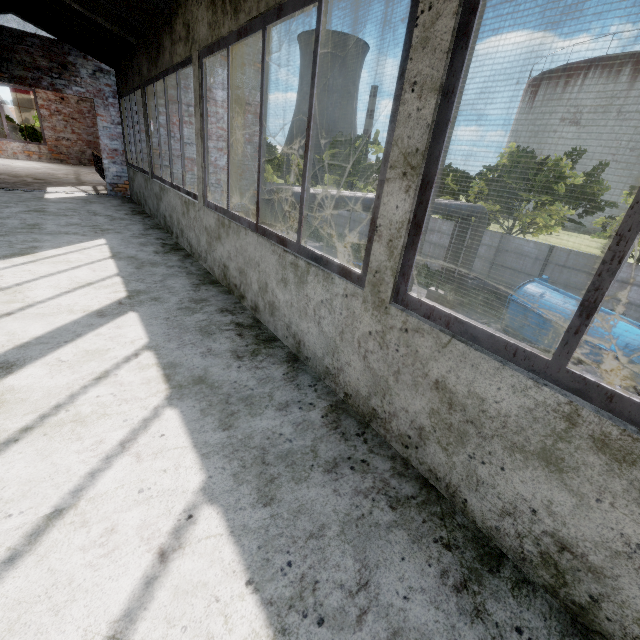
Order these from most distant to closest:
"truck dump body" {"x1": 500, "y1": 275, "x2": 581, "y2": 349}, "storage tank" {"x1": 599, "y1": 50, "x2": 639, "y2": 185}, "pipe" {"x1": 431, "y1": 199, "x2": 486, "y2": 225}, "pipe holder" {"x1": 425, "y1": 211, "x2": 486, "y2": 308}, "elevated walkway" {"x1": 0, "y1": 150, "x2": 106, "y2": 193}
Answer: "storage tank" {"x1": 599, "y1": 50, "x2": 639, "y2": 185}, "pipe holder" {"x1": 425, "y1": 211, "x2": 486, "y2": 308}, "pipe" {"x1": 431, "y1": 199, "x2": 486, "y2": 225}, "truck dump body" {"x1": 500, "y1": 275, "x2": 581, "y2": 349}, "elevated walkway" {"x1": 0, "y1": 150, "x2": 106, "y2": 193}

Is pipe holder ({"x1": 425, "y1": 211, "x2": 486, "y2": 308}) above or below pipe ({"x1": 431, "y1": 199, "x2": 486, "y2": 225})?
below

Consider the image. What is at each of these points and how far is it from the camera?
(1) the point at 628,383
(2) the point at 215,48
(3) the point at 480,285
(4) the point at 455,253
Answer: (1) truck, 6.9m
(2) window, 3.0m
(3) pipe, 18.4m
(4) pipe, 17.5m

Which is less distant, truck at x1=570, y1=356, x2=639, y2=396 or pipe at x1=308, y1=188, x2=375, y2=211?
truck at x1=570, y1=356, x2=639, y2=396

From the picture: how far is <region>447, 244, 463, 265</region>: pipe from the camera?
17.4m

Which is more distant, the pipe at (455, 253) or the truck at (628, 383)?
the pipe at (455, 253)

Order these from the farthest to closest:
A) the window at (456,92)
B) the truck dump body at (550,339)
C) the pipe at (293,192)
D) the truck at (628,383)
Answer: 1. the truck dump body at (550,339)
2. the pipe at (293,192)
3. the truck at (628,383)
4. the window at (456,92)

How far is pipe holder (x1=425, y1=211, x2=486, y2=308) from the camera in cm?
1614
